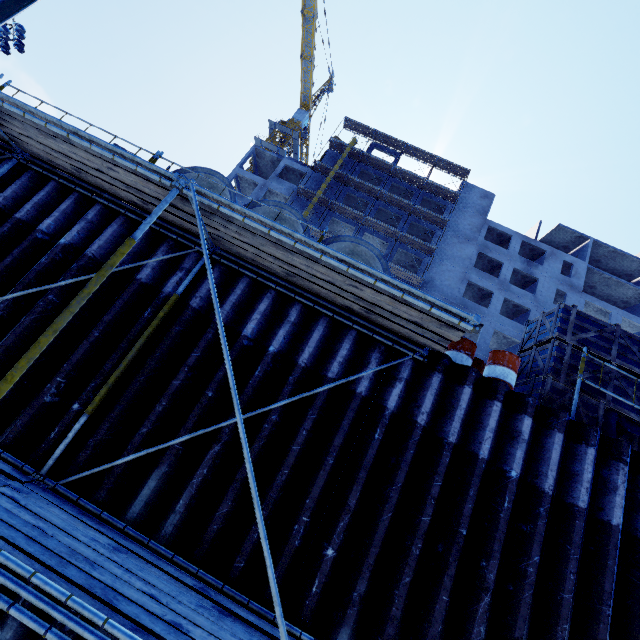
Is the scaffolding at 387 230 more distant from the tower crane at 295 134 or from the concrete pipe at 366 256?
the tower crane at 295 134

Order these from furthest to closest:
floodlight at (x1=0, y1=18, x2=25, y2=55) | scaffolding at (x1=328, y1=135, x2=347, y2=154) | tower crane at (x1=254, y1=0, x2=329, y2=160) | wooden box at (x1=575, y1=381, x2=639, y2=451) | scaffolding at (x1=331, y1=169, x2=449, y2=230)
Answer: tower crane at (x1=254, y1=0, x2=329, y2=160), scaffolding at (x1=328, y1=135, x2=347, y2=154), scaffolding at (x1=331, y1=169, x2=449, y2=230), floodlight at (x1=0, y1=18, x2=25, y2=55), wooden box at (x1=575, y1=381, x2=639, y2=451)

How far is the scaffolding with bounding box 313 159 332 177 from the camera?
35.31m

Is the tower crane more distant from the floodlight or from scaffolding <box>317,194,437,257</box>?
the floodlight

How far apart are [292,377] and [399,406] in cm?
171

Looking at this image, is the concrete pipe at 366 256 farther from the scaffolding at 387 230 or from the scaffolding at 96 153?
the scaffolding at 387 230
